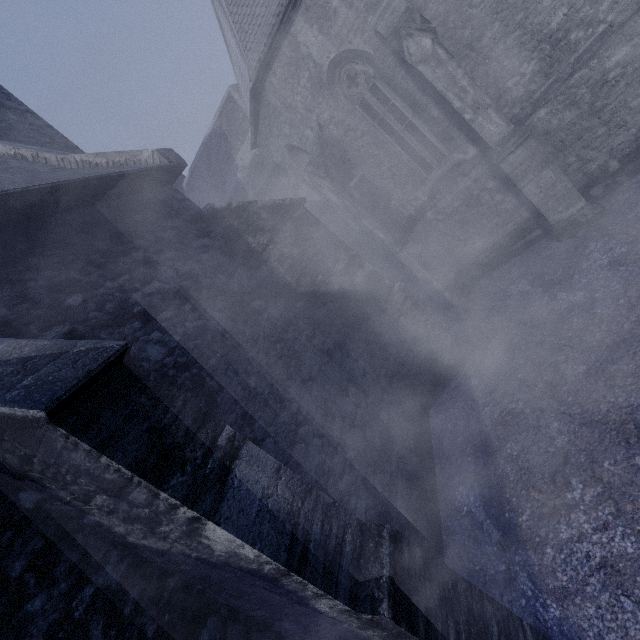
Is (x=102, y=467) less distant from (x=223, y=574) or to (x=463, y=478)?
(x=223, y=574)
